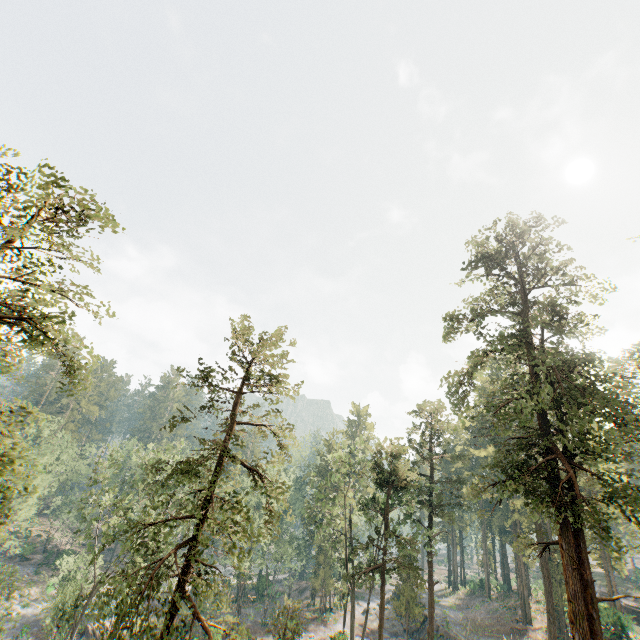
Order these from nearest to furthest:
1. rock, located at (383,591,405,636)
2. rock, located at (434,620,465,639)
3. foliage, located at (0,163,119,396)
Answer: foliage, located at (0,163,119,396) < rock, located at (434,620,465,639) < rock, located at (383,591,405,636)

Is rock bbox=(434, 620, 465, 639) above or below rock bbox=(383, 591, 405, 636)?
above

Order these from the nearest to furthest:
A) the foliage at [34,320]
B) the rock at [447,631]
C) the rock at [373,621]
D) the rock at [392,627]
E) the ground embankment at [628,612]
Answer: the foliage at [34,320], the ground embankment at [628,612], the rock at [447,631], the rock at [392,627], the rock at [373,621]

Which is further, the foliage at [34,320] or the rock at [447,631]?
the rock at [447,631]

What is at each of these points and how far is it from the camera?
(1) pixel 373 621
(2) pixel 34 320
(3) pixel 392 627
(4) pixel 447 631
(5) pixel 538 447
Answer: (1) rock, 47.12m
(2) foliage, 10.63m
(3) rock, 45.09m
(4) rock, 37.22m
(5) foliage, 19.05m

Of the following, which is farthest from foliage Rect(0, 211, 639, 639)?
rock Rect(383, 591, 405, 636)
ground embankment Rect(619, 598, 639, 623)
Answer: rock Rect(383, 591, 405, 636)

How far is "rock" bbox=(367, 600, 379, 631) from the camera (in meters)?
45.84
